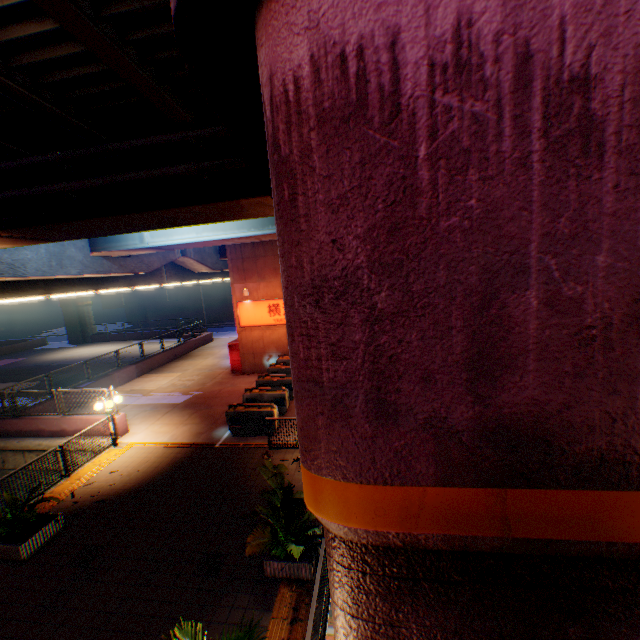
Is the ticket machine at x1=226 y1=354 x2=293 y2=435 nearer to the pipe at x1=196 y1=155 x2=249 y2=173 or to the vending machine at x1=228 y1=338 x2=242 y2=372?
the vending machine at x1=228 y1=338 x2=242 y2=372

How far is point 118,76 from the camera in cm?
482

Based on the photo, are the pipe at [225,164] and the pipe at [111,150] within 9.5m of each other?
yes

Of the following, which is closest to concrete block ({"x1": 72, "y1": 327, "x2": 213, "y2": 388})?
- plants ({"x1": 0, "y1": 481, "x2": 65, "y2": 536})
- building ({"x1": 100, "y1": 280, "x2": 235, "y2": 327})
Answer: plants ({"x1": 0, "y1": 481, "x2": 65, "y2": 536})

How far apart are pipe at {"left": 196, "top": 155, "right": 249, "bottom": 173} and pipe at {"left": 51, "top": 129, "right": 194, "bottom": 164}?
0.3 meters

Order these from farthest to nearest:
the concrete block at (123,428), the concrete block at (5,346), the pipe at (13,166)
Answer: the concrete block at (5,346) → the concrete block at (123,428) → the pipe at (13,166)

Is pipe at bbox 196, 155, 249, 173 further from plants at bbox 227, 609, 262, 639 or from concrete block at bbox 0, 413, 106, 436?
concrete block at bbox 0, 413, 106, 436

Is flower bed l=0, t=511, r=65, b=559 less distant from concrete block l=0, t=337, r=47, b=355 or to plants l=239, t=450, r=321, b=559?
concrete block l=0, t=337, r=47, b=355
